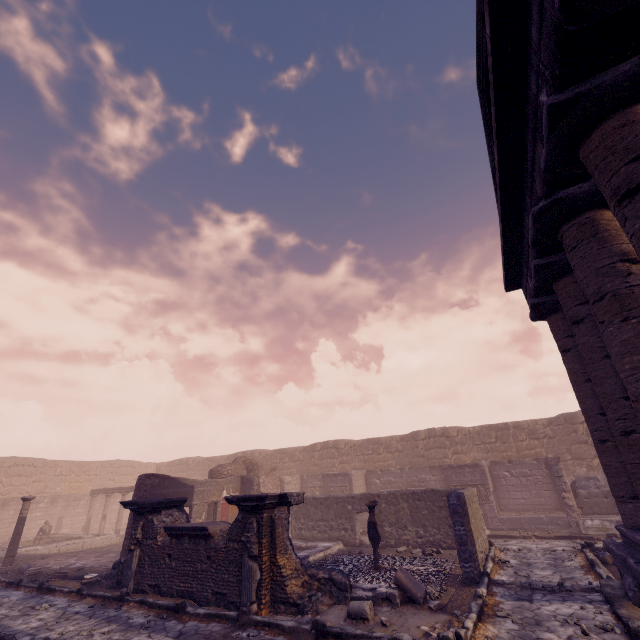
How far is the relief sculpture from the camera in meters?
14.8

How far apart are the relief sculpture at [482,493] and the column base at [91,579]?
14.04m

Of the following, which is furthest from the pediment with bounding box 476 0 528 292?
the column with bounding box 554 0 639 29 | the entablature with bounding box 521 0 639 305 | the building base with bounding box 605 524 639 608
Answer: the building base with bounding box 605 524 639 608

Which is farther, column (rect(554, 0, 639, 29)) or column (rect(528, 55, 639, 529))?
column (rect(528, 55, 639, 529))

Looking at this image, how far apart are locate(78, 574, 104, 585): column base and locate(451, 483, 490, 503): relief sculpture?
14.0 meters

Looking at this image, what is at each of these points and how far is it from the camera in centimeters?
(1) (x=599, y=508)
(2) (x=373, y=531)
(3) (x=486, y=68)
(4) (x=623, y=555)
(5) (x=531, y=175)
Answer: (1) building debris, 1303cm
(2) sculpture, 967cm
(3) pediment, 614cm
(4) building base, 650cm
(5) entablature, 590cm

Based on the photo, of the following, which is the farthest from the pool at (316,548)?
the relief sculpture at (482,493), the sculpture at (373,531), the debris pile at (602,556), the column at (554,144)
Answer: the column at (554,144)

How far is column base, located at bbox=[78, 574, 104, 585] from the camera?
9.42m
